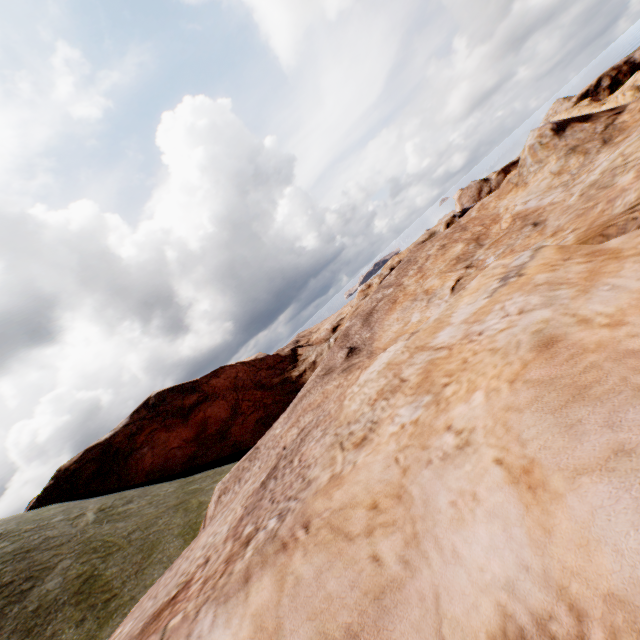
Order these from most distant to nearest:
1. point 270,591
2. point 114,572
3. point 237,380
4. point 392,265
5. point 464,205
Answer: point 464,205 → point 392,265 → point 237,380 → point 114,572 → point 270,591
